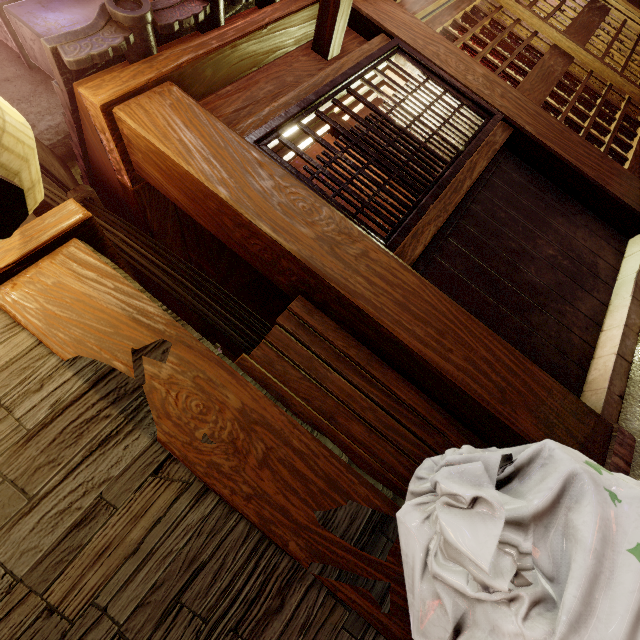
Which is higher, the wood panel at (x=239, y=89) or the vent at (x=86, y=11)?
the vent at (x=86, y=11)

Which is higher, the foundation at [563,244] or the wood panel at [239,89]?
the wood panel at [239,89]

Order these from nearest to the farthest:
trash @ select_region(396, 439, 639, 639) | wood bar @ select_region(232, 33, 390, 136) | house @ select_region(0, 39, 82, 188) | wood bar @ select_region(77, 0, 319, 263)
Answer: trash @ select_region(396, 439, 639, 639) < wood bar @ select_region(77, 0, 319, 263) < wood bar @ select_region(232, 33, 390, 136) < house @ select_region(0, 39, 82, 188)

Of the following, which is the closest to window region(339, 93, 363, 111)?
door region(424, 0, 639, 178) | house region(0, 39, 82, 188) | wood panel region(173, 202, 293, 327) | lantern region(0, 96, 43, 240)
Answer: wood panel region(173, 202, 293, 327)

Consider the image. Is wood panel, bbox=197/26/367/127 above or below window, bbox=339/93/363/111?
above

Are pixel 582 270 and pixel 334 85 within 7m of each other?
yes

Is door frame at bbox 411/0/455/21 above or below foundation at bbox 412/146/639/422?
above

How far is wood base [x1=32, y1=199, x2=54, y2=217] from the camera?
3.99m
